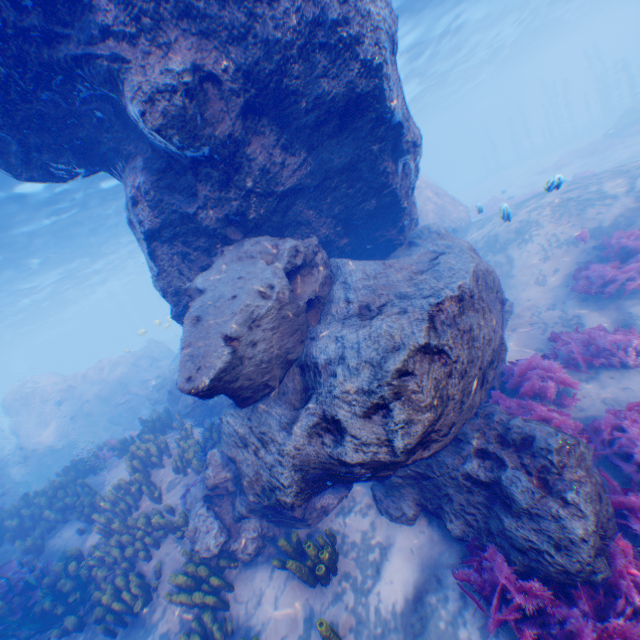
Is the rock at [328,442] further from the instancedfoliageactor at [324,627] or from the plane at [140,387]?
the instancedfoliageactor at [324,627]

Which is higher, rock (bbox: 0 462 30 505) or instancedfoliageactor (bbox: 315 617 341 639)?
rock (bbox: 0 462 30 505)

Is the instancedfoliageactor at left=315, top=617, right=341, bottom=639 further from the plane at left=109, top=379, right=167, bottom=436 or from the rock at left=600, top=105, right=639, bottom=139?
the rock at left=600, top=105, right=639, bottom=139

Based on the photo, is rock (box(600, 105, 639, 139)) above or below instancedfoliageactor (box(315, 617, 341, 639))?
above

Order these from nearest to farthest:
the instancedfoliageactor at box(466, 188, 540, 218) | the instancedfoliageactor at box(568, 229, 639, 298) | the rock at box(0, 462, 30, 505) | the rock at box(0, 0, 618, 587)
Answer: the rock at box(0, 0, 618, 587), the instancedfoliageactor at box(568, 229, 639, 298), the instancedfoliageactor at box(466, 188, 540, 218), the rock at box(0, 462, 30, 505)

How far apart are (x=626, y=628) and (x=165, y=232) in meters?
8.5

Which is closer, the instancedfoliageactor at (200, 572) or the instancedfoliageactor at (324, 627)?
the instancedfoliageactor at (324, 627)

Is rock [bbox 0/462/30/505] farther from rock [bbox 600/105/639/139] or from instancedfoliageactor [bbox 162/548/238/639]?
rock [bbox 600/105/639/139]
